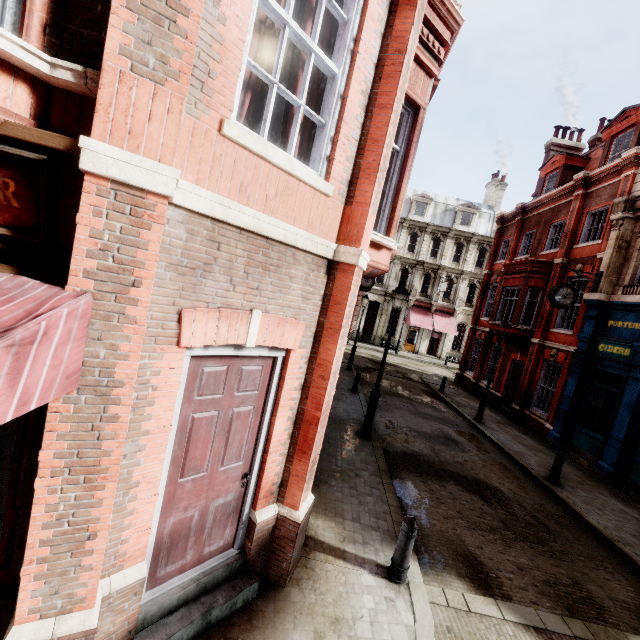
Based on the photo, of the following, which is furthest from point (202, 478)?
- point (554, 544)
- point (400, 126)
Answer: point (554, 544)

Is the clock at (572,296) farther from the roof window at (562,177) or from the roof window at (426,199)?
the roof window at (426,199)

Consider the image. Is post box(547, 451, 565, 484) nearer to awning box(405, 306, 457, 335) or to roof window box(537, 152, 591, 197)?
roof window box(537, 152, 591, 197)

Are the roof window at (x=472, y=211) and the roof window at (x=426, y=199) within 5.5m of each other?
yes

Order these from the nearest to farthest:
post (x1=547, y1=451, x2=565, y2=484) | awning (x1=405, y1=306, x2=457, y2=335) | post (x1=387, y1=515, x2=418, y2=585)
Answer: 1. post (x1=387, y1=515, x2=418, y2=585)
2. post (x1=547, y1=451, x2=565, y2=484)
3. awning (x1=405, y1=306, x2=457, y2=335)

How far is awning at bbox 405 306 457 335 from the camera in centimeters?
3269cm

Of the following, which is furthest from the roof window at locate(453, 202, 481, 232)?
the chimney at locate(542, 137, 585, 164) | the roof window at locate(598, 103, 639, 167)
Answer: the roof window at locate(598, 103, 639, 167)

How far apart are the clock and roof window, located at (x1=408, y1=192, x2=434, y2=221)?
24.1 meters
